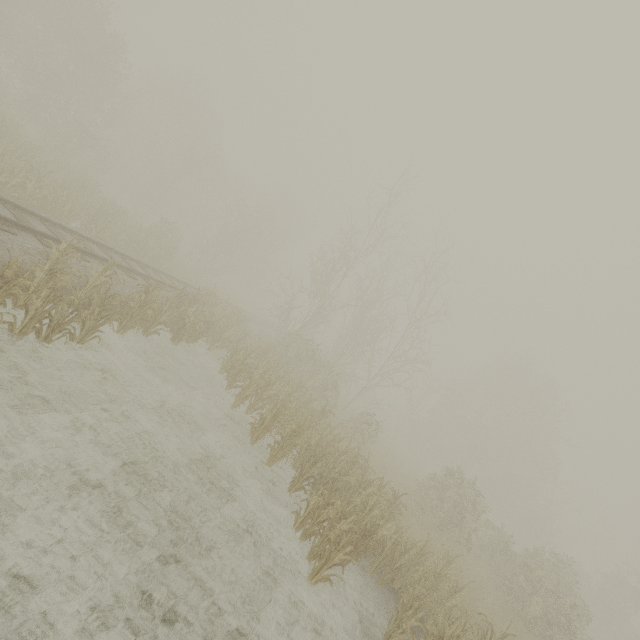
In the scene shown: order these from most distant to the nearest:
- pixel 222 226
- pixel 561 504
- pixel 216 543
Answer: pixel 561 504
pixel 222 226
pixel 216 543
